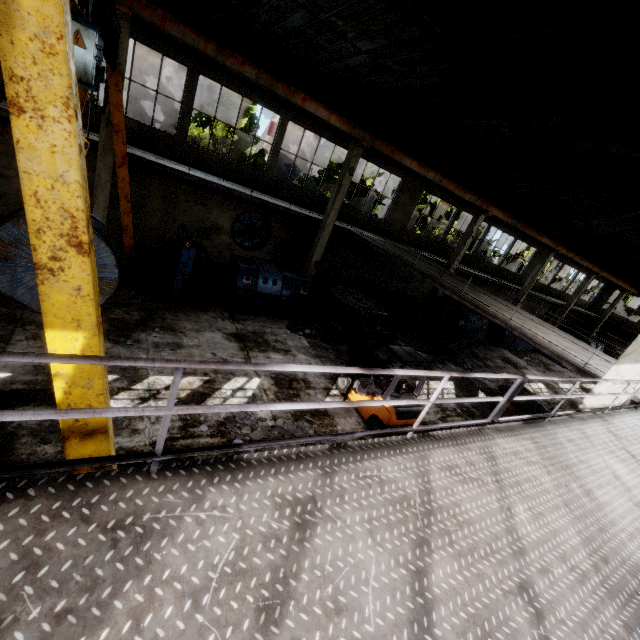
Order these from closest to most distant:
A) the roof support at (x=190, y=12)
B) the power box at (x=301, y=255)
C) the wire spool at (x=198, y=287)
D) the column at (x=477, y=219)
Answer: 1. the roof support at (x=190, y=12)
2. the wire spool at (x=198, y=287)
3. the power box at (x=301, y=255)
4. the column at (x=477, y=219)

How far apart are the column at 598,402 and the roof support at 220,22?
8.7 meters

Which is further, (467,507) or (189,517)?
(467,507)

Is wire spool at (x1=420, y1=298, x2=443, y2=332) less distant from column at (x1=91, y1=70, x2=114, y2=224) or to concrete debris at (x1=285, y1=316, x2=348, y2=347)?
concrete debris at (x1=285, y1=316, x2=348, y2=347)

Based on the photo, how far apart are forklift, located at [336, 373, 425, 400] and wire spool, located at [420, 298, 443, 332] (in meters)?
8.89

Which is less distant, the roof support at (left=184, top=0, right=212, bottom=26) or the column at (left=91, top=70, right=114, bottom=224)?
the roof support at (left=184, top=0, right=212, bottom=26)

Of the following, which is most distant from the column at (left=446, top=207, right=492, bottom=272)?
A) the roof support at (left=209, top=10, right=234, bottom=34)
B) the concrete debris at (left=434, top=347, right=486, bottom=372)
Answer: the roof support at (left=209, top=10, right=234, bottom=34)

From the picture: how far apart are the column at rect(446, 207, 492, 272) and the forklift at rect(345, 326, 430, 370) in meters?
12.4 m
